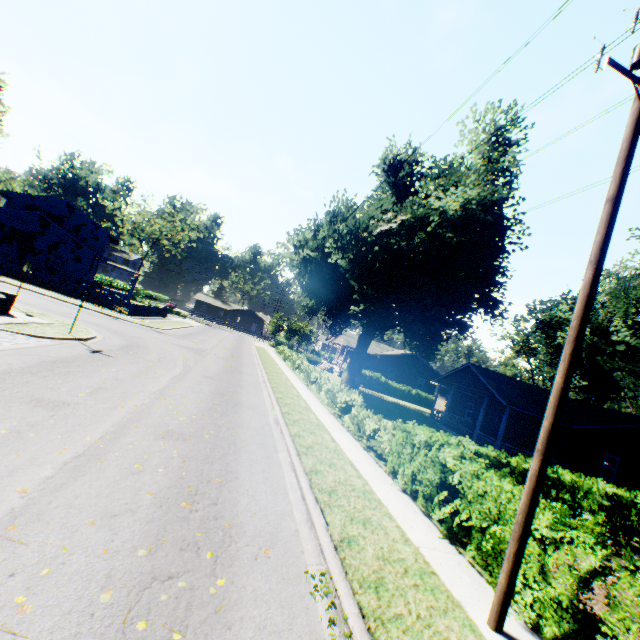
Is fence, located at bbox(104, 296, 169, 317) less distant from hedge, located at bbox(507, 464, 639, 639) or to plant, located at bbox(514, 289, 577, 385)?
plant, located at bbox(514, 289, 577, 385)

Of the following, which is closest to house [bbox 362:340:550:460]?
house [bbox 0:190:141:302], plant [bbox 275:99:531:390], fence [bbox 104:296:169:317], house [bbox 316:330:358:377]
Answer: plant [bbox 275:99:531:390]

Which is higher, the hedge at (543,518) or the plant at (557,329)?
the plant at (557,329)

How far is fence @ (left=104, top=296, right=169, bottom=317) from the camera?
28.8 meters

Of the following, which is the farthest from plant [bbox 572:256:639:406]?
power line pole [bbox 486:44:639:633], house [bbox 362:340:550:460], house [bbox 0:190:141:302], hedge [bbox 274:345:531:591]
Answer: power line pole [bbox 486:44:639:633]

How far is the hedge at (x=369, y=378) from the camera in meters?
41.6

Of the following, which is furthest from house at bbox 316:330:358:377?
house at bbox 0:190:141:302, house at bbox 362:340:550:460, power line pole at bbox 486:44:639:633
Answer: power line pole at bbox 486:44:639:633

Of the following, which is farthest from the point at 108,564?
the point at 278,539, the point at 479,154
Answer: the point at 479,154
